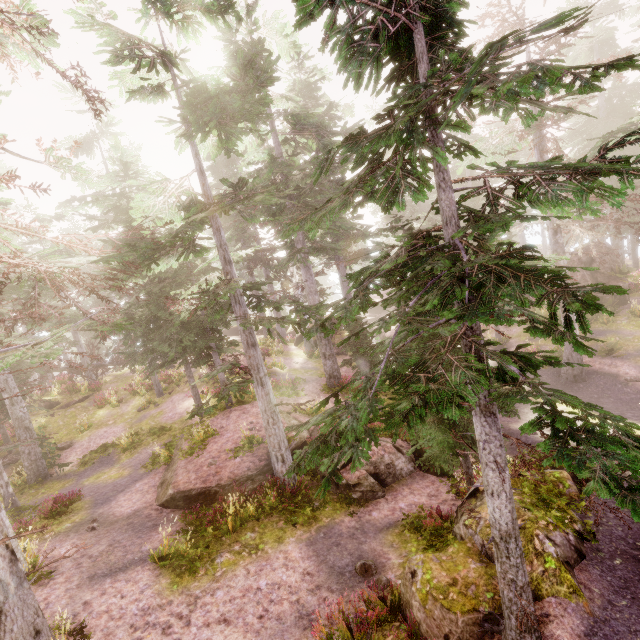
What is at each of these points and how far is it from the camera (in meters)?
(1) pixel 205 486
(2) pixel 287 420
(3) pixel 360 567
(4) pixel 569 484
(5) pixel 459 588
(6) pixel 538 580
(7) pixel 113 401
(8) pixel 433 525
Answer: (1) rock, 11.24
(2) rock, 15.65
(3) instancedfoliageactor, 8.45
(4) rock, 8.24
(5) rock, 5.96
(6) rock, 5.53
(7) instancedfoliageactor, 23.55
(8) instancedfoliageactor, 9.04

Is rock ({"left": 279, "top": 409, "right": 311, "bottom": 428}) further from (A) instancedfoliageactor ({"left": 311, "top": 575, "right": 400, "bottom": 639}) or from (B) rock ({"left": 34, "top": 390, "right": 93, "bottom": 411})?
(B) rock ({"left": 34, "top": 390, "right": 93, "bottom": 411})

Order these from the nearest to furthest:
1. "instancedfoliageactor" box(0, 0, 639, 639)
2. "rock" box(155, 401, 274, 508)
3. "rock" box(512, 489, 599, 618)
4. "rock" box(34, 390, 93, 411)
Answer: "instancedfoliageactor" box(0, 0, 639, 639)
"rock" box(512, 489, 599, 618)
"rock" box(155, 401, 274, 508)
"rock" box(34, 390, 93, 411)

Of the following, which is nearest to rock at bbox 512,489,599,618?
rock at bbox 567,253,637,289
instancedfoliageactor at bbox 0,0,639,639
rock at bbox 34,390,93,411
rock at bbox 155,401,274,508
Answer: instancedfoliageactor at bbox 0,0,639,639

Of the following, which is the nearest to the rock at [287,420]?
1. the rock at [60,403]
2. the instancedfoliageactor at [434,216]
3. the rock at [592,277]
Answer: the instancedfoliageactor at [434,216]

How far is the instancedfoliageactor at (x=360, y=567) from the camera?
8.27m

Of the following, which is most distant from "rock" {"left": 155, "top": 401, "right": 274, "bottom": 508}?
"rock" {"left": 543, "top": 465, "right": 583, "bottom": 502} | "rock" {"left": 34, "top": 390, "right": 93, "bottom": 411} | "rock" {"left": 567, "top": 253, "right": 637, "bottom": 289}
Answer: "rock" {"left": 567, "top": 253, "right": 637, "bottom": 289}
